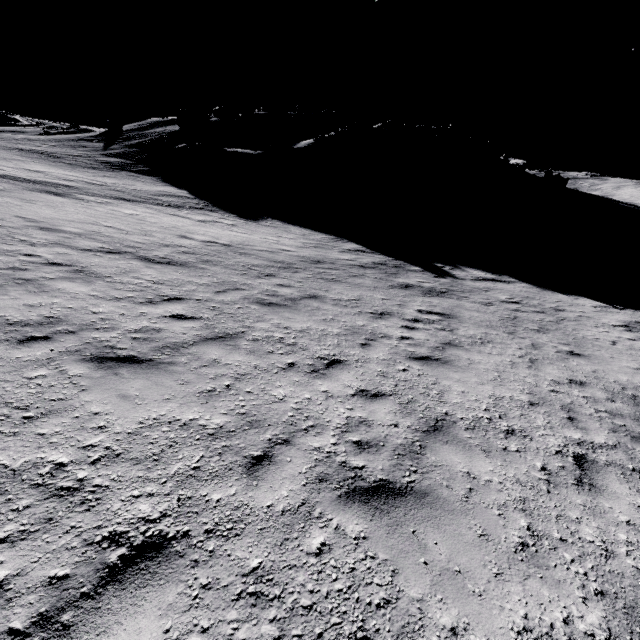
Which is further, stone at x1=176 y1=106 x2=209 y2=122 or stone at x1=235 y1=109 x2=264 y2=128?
stone at x1=176 y1=106 x2=209 y2=122

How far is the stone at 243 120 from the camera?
50.09m

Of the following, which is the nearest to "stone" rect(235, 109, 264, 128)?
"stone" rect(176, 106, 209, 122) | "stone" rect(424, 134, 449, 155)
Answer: "stone" rect(176, 106, 209, 122)

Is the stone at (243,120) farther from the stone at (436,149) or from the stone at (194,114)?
the stone at (436,149)

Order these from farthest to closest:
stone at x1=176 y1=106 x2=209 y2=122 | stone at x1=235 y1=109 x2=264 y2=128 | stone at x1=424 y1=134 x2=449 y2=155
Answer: stone at x1=176 y1=106 x2=209 y2=122 < stone at x1=424 y1=134 x2=449 y2=155 < stone at x1=235 y1=109 x2=264 y2=128

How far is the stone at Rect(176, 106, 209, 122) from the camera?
57.0m

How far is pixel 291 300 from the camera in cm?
914

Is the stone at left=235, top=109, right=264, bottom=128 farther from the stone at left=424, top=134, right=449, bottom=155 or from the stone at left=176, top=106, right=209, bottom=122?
the stone at left=424, top=134, right=449, bottom=155
